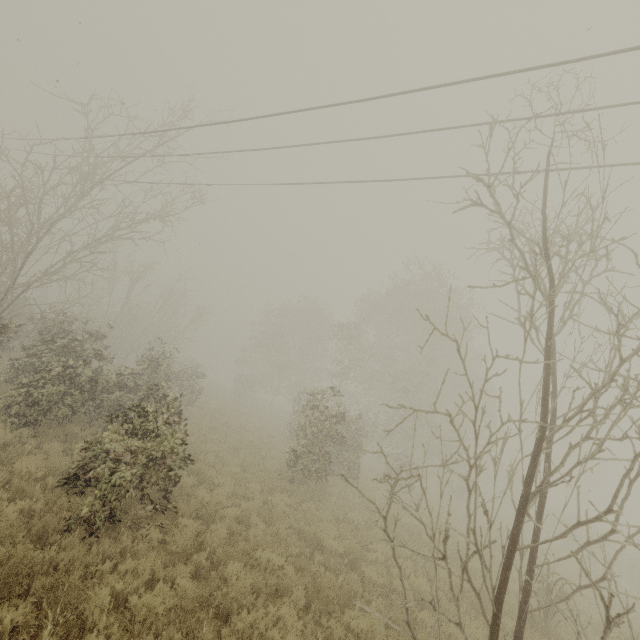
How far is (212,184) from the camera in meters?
13.5 m

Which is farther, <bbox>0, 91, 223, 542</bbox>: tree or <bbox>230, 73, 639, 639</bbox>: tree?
<bbox>0, 91, 223, 542</bbox>: tree

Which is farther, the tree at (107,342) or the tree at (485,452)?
the tree at (107,342)
